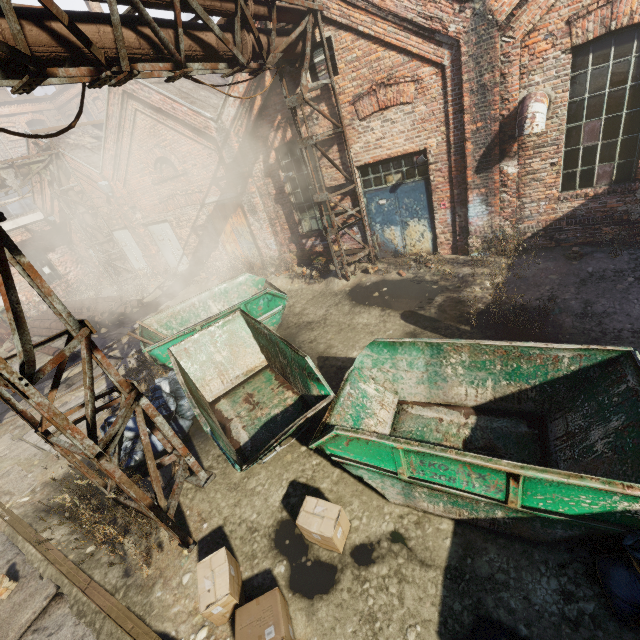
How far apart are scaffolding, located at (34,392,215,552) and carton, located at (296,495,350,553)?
1.56m

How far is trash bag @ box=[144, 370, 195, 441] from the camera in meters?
6.3 m

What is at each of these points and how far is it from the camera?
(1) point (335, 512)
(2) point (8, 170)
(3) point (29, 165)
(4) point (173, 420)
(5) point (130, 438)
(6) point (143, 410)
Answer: (1) carton, 3.89m
(2) pipe, 12.26m
(3) pipe, 12.79m
(4) trash bag, 6.40m
(5) trash bag, 6.09m
(6) scaffolding, 4.62m

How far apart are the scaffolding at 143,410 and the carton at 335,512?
1.6 meters

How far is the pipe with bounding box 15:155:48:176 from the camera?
12.6m

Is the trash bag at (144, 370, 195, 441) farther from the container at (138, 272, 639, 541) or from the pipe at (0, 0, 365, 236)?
the pipe at (0, 0, 365, 236)

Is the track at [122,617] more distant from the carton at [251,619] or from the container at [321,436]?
the container at [321,436]

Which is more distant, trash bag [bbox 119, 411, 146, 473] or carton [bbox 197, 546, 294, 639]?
trash bag [bbox 119, 411, 146, 473]
